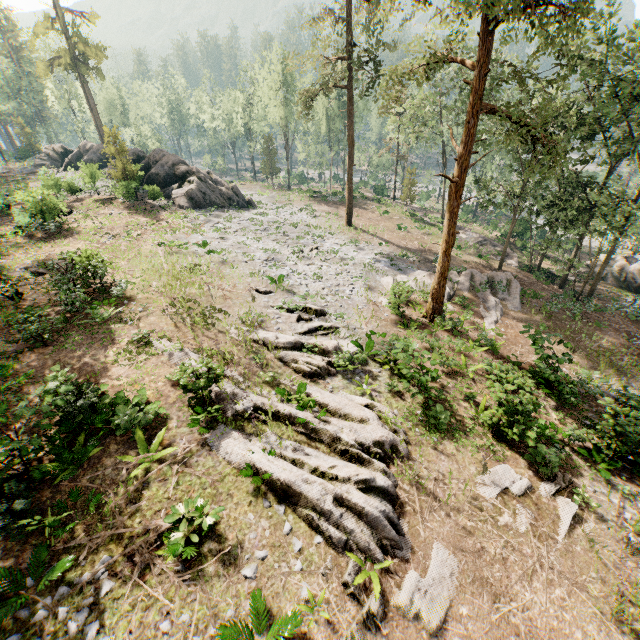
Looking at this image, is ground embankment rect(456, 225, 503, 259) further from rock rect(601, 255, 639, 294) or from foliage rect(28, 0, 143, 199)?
foliage rect(28, 0, 143, 199)

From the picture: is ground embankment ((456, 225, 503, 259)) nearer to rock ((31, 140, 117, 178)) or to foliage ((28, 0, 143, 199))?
foliage ((28, 0, 143, 199))

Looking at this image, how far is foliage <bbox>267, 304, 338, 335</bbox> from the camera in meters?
16.4 m

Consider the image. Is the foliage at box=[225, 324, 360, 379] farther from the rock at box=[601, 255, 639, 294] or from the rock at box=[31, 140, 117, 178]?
the rock at box=[601, 255, 639, 294]

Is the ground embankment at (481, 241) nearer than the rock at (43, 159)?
No

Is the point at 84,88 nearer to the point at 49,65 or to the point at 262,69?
the point at 49,65

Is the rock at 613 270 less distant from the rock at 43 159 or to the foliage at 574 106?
the foliage at 574 106
